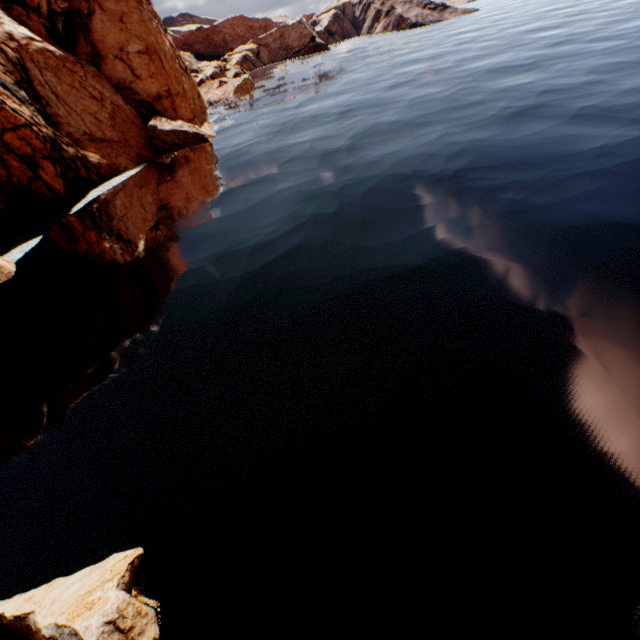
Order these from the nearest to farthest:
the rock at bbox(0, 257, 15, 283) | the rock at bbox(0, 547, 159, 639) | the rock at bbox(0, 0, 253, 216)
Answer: the rock at bbox(0, 547, 159, 639), the rock at bbox(0, 257, 15, 283), the rock at bbox(0, 0, 253, 216)

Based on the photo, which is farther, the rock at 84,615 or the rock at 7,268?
the rock at 7,268

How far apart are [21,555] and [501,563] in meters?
9.5

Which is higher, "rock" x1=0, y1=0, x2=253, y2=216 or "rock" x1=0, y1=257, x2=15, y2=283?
"rock" x1=0, y1=0, x2=253, y2=216

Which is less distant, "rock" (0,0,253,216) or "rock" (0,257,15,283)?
"rock" (0,257,15,283)

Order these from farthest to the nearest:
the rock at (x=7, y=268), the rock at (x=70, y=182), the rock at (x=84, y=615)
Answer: the rock at (x=70, y=182)
the rock at (x=7, y=268)
the rock at (x=84, y=615)

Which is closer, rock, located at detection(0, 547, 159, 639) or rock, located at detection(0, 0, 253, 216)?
rock, located at detection(0, 547, 159, 639)
